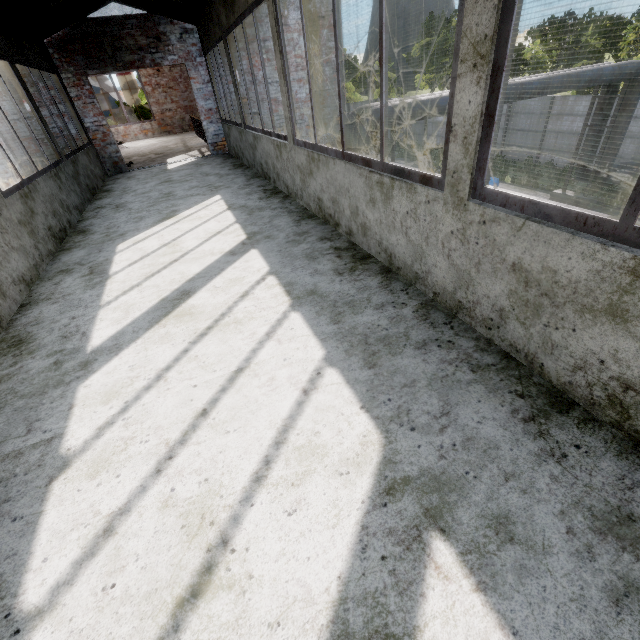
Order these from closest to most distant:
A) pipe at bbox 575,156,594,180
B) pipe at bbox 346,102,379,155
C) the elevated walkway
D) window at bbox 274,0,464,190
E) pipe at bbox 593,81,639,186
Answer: window at bbox 274,0,464,190 → pipe at bbox 346,102,379,155 → the elevated walkway → pipe at bbox 593,81,639,186 → pipe at bbox 575,156,594,180

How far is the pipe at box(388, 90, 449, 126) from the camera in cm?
902

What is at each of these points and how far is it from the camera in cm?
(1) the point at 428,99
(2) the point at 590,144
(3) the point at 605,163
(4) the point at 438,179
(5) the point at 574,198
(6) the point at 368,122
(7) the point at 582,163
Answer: (1) pipe, 926
(2) pipe, 1393
(3) pipe, 1366
(4) window, 208
(5) pipe holder, 1449
(6) pipe, 889
(7) pipe, 1441

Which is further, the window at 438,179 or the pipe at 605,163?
the pipe at 605,163

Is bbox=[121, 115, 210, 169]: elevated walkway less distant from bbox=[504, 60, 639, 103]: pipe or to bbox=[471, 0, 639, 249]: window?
bbox=[504, 60, 639, 103]: pipe

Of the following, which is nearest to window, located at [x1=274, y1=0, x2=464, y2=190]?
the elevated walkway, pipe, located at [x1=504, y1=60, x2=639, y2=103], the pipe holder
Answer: pipe, located at [x1=504, y1=60, x2=639, y2=103]

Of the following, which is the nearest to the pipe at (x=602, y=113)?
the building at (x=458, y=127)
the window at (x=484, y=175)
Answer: the building at (x=458, y=127)
